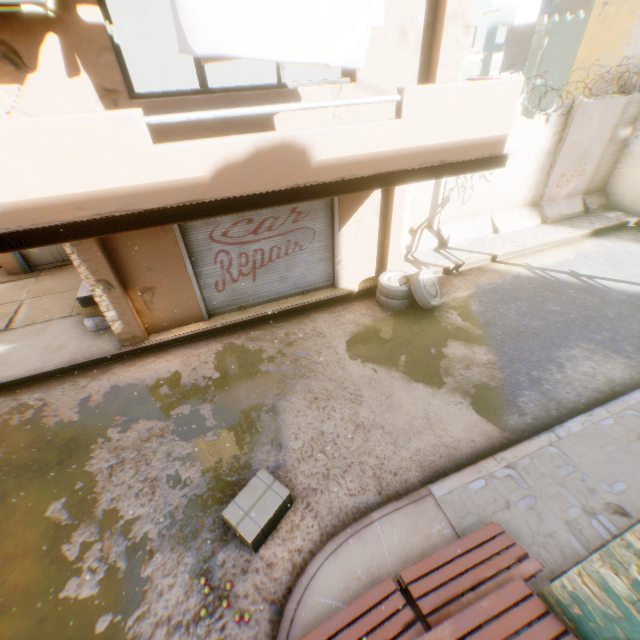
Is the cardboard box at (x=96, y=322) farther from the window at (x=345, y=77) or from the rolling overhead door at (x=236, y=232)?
the window at (x=345, y=77)

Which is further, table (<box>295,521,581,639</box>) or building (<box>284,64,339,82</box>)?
building (<box>284,64,339,82</box>)

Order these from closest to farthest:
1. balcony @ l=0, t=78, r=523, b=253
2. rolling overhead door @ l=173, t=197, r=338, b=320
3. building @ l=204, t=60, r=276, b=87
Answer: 1. balcony @ l=0, t=78, r=523, b=253
2. rolling overhead door @ l=173, t=197, r=338, b=320
3. building @ l=204, t=60, r=276, b=87

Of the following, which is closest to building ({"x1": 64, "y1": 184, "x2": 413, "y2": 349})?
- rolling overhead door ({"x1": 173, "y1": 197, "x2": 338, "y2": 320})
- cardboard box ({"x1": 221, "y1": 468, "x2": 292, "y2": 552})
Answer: rolling overhead door ({"x1": 173, "y1": 197, "x2": 338, "y2": 320})

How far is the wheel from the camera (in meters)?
7.41

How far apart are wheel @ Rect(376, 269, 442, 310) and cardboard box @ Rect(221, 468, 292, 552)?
4.75m

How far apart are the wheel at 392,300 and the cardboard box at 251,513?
4.7 meters

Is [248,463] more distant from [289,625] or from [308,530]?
[289,625]
